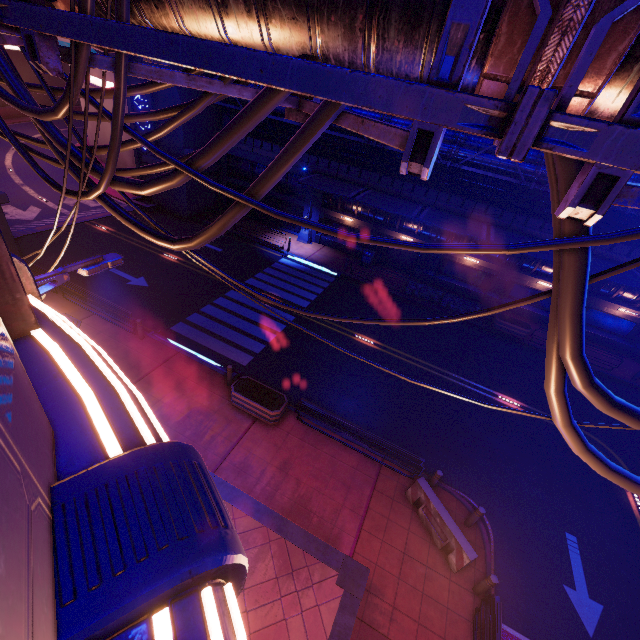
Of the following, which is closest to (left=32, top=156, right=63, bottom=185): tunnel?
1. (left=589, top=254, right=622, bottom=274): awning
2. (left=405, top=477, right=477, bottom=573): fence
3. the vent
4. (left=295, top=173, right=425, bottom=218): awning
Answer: the vent

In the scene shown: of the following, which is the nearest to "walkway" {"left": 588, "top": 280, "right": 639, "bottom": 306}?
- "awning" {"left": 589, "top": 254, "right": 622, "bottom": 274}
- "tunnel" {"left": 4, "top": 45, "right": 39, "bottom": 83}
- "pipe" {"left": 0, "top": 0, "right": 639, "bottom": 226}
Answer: "awning" {"left": 589, "top": 254, "right": 622, "bottom": 274}

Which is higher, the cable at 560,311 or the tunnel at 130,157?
the cable at 560,311

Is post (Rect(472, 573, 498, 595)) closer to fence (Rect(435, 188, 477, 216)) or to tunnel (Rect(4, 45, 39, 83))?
fence (Rect(435, 188, 477, 216))

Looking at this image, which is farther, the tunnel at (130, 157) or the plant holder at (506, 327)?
the tunnel at (130, 157)

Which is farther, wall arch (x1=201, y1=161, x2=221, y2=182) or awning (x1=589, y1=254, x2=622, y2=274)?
wall arch (x1=201, y1=161, x2=221, y2=182)

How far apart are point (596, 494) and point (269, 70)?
17.9 meters

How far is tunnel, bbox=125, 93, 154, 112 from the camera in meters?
23.9
